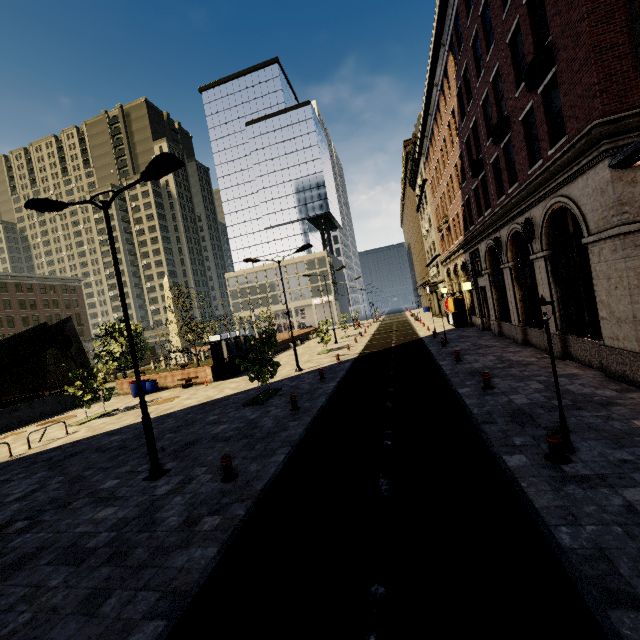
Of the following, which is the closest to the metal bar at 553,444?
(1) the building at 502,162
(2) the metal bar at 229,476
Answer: (1) the building at 502,162

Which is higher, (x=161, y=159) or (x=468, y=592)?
(x=161, y=159)

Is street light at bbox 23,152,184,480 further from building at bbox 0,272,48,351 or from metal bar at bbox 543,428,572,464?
building at bbox 0,272,48,351

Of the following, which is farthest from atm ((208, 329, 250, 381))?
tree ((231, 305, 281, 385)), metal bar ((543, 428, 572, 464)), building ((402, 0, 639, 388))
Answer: metal bar ((543, 428, 572, 464))

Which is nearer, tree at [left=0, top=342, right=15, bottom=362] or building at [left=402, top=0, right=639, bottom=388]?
building at [left=402, top=0, right=639, bottom=388]

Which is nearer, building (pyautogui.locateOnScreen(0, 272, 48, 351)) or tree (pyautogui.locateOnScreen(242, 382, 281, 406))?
tree (pyautogui.locateOnScreen(242, 382, 281, 406))

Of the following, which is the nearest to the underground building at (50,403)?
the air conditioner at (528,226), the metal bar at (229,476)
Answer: the metal bar at (229,476)

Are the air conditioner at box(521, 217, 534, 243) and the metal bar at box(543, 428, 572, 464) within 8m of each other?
no
